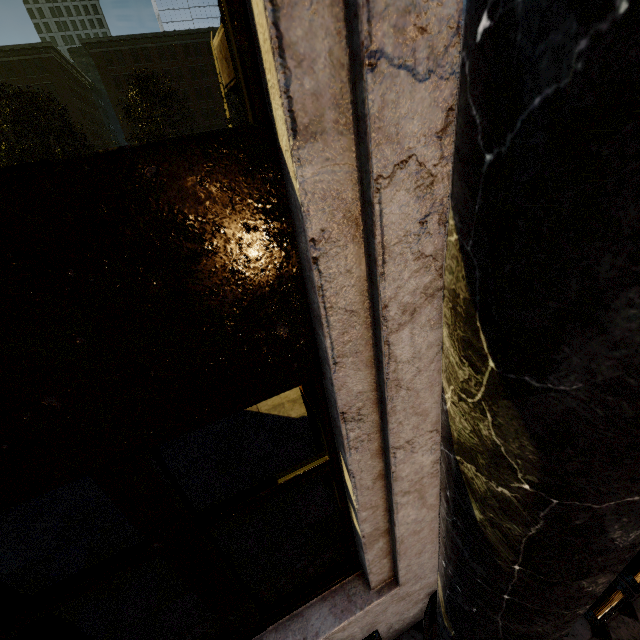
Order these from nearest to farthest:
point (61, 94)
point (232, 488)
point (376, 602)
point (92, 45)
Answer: point (376, 602) < point (232, 488) < point (92, 45) < point (61, 94)

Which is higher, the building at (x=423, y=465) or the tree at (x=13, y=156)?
the tree at (x=13, y=156)

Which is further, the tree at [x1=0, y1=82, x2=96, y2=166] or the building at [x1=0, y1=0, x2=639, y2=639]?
the tree at [x1=0, y1=82, x2=96, y2=166]

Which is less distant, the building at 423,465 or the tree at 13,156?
the building at 423,465

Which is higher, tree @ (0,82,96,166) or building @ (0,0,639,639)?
tree @ (0,82,96,166)
